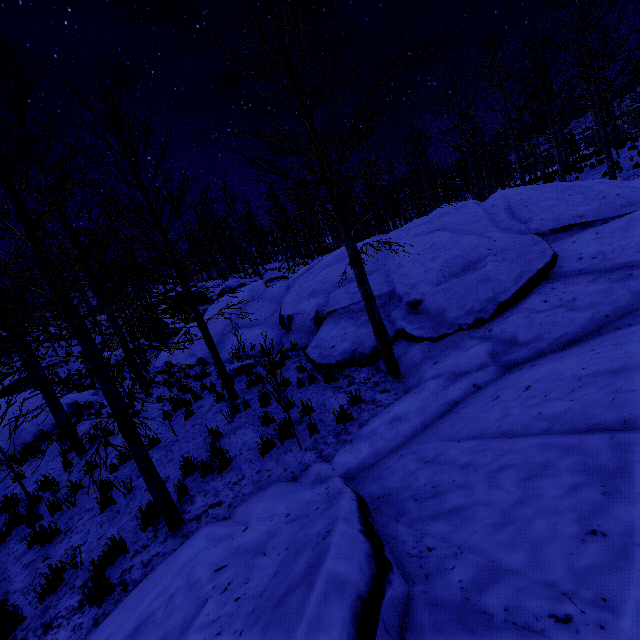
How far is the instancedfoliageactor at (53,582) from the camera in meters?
4.7 m

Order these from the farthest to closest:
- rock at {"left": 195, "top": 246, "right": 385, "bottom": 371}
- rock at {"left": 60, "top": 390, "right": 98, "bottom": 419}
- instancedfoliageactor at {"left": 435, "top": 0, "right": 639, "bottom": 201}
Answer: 1. rock at {"left": 60, "top": 390, "right": 98, "bottom": 419}
2. instancedfoliageactor at {"left": 435, "top": 0, "right": 639, "bottom": 201}
3. rock at {"left": 195, "top": 246, "right": 385, "bottom": 371}

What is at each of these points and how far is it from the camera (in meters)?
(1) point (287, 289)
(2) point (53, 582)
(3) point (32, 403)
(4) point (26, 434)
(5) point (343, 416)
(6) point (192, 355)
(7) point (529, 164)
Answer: (1) rock, 16.39
(2) instancedfoliageactor, 4.88
(3) rock, 14.84
(4) rock, 13.21
(5) instancedfoliageactor, 5.97
(6) rock, 15.33
(7) instancedfoliageactor, 16.78

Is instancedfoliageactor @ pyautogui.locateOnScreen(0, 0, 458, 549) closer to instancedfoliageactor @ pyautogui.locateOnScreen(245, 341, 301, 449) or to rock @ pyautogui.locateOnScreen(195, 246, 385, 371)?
rock @ pyautogui.locateOnScreen(195, 246, 385, 371)

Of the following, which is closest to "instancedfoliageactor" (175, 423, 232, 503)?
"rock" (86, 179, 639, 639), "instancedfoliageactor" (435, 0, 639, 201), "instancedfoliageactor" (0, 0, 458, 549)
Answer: "rock" (86, 179, 639, 639)

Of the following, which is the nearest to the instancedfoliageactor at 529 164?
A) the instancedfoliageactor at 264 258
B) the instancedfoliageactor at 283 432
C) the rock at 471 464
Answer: the instancedfoliageactor at 264 258

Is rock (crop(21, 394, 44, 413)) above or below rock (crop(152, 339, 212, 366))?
above
